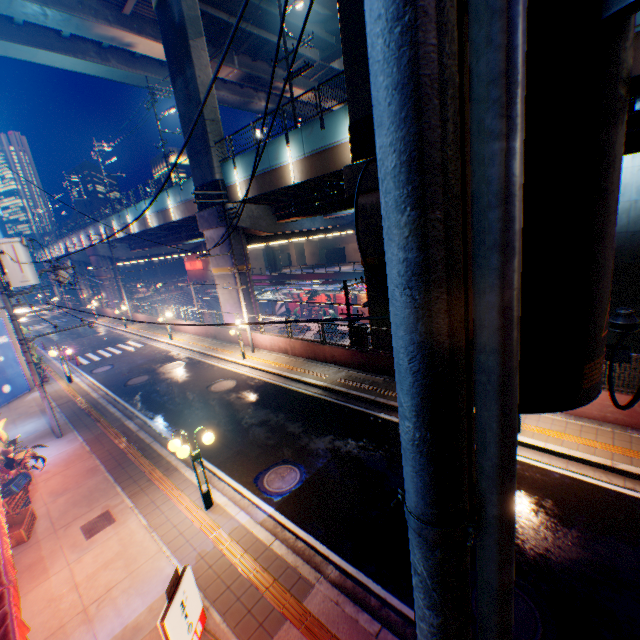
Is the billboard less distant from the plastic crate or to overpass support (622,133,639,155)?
the plastic crate

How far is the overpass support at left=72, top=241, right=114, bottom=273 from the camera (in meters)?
43.03

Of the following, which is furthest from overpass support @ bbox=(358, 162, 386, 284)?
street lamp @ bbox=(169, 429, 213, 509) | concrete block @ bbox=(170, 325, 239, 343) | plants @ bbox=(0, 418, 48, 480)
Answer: plants @ bbox=(0, 418, 48, 480)

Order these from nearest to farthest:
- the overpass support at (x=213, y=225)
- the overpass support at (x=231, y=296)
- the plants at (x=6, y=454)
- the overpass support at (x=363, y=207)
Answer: the plants at (x=6, y=454), the overpass support at (x=363, y=207), the overpass support at (x=213, y=225), the overpass support at (x=231, y=296)

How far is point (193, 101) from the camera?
20.4m

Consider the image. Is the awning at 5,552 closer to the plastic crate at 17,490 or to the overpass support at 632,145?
the plastic crate at 17,490

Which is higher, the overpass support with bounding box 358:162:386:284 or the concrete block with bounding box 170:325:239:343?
the overpass support with bounding box 358:162:386:284

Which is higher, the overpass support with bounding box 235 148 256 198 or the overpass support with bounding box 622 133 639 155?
the overpass support with bounding box 235 148 256 198
